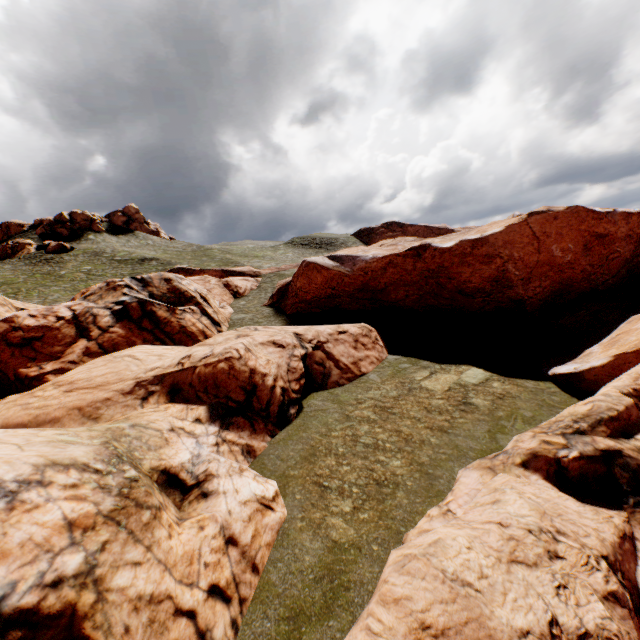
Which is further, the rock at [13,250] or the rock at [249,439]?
the rock at [13,250]

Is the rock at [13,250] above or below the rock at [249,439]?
above

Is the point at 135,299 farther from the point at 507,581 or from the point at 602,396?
the point at 602,396

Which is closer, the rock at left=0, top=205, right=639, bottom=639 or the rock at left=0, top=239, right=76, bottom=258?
the rock at left=0, top=205, right=639, bottom=639

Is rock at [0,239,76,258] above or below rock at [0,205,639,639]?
above
